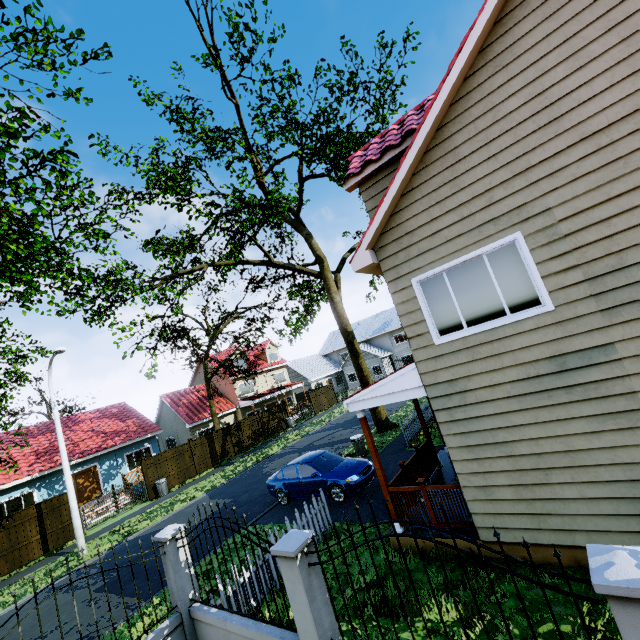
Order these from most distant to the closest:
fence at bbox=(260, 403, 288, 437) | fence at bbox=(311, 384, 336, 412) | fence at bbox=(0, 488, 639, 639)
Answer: fence at bbox=(311, 384, 336, 412)
fence at bbox=(260, 403, 288, 437)
fence at bbox=(0, 488, 639, 639)

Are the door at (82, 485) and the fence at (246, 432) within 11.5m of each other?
yes

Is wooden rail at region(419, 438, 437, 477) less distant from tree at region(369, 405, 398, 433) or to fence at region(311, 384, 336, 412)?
fence at region(311, 384, 336, 412)

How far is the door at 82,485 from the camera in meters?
21.0 m

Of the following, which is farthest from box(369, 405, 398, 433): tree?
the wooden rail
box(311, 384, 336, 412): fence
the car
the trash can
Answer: the wooden rail

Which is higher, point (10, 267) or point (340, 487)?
point (10, 267)

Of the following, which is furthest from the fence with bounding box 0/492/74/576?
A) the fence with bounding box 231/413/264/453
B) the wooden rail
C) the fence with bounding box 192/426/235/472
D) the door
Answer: the door

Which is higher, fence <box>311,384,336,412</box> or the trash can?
fence <box>311,384,336,412</box>
